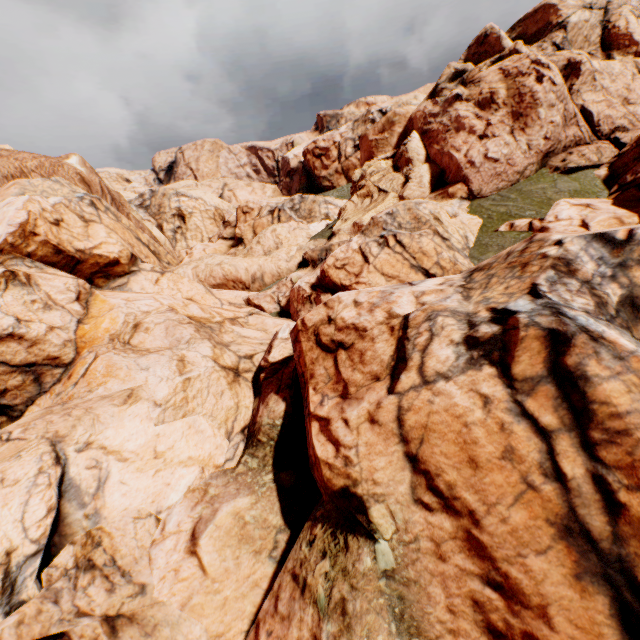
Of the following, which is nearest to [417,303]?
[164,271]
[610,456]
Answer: [610,456]
